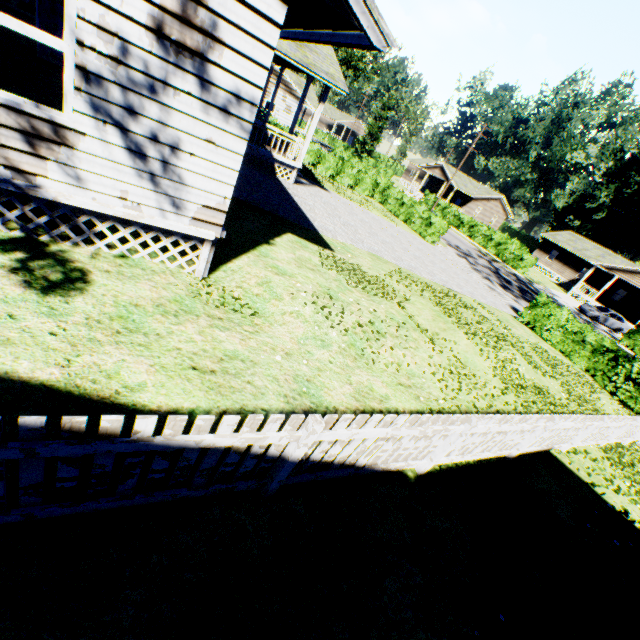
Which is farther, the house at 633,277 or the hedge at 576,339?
the house at 633,277

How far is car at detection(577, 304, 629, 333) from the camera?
31.9 meters

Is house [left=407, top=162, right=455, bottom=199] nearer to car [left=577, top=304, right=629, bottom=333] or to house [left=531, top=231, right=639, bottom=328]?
house [left=531, top=231, right=639, bottom=328]

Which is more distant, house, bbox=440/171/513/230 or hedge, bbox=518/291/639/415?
house, bbox=440/171/513/230

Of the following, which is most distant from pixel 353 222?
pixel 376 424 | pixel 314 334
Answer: pixel 376 424

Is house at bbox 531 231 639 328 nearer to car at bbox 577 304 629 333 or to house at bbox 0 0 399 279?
car at bbox 577 304 629 333

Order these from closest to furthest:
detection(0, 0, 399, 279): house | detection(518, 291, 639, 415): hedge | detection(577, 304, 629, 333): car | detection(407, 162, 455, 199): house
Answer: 1. detection(0, 0, 399, 279): house
2. detection(518, 291, 639, 415): hedge
3. detection(577, 304, 629, 333): car
4. detection(407, 162, 455, 199): house

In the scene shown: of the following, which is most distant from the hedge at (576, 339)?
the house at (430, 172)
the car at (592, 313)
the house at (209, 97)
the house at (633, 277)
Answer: the house at (430, 172)
